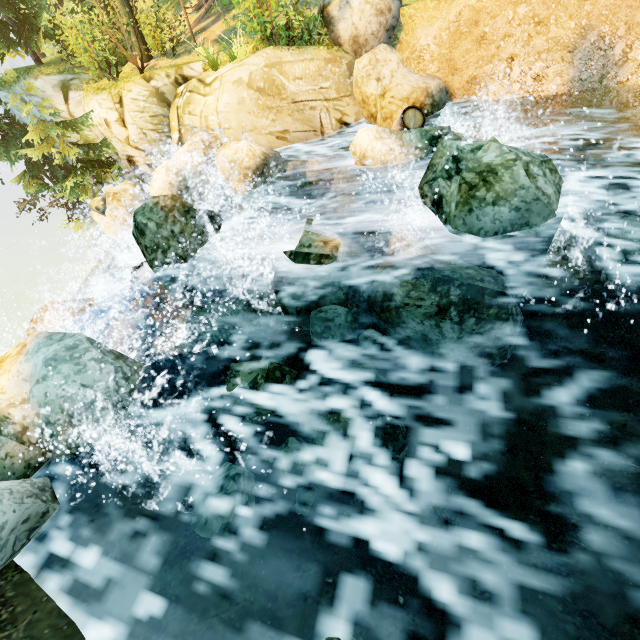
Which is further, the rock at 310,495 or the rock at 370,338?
the rock at 370,338

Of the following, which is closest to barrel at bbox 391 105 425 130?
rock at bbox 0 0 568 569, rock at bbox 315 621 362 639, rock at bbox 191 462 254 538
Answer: rock at bbox 0 0 568 569

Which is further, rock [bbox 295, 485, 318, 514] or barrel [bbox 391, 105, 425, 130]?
barrel [bbox 391, 105, 425, 130]

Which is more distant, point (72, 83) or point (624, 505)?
point (72, 83)

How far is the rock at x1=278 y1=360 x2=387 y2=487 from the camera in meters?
3.9

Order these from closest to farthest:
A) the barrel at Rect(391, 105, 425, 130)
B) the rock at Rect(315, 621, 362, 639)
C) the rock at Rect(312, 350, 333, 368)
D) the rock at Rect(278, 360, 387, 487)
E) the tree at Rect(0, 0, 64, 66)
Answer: the rock at Rect(315, 621, 362, 639) → the rock at Rect(278, 360, 387, 487) → the rock at Rect(312, 350, 333, 368) → the barrel at Rect(391, 105, 425, 130) → the tree at Rect(0, 0, 64, 66)

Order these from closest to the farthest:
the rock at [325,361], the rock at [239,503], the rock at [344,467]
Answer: the rock at [239,503]
the rock at [344,467]
the rock at [325,361]

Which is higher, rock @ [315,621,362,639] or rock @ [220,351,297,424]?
rock @ [315,621,362,639]
